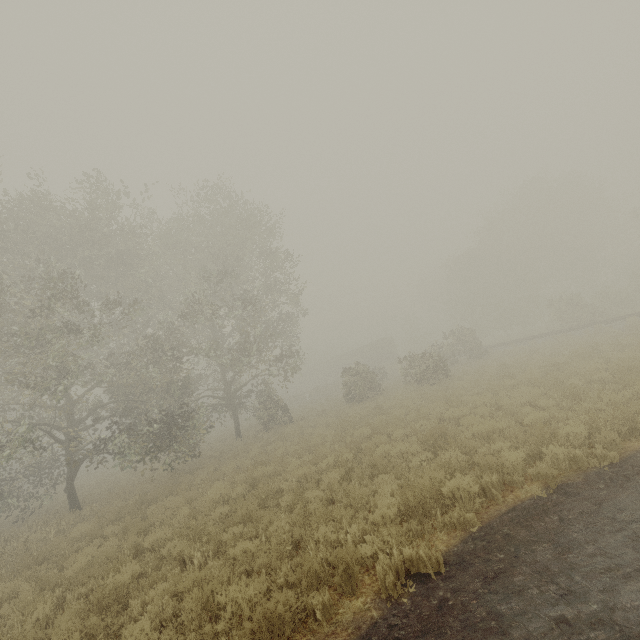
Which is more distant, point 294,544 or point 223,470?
point 223,470

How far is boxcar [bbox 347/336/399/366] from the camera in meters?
50.0 m

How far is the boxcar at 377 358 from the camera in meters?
50.0 m

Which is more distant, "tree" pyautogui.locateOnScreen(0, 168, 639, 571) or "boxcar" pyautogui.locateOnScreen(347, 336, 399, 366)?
"boxcar" pyautogui.locateOnScreen(347, 336, 399, 366)

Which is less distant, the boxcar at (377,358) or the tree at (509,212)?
the tree at (509,212)
